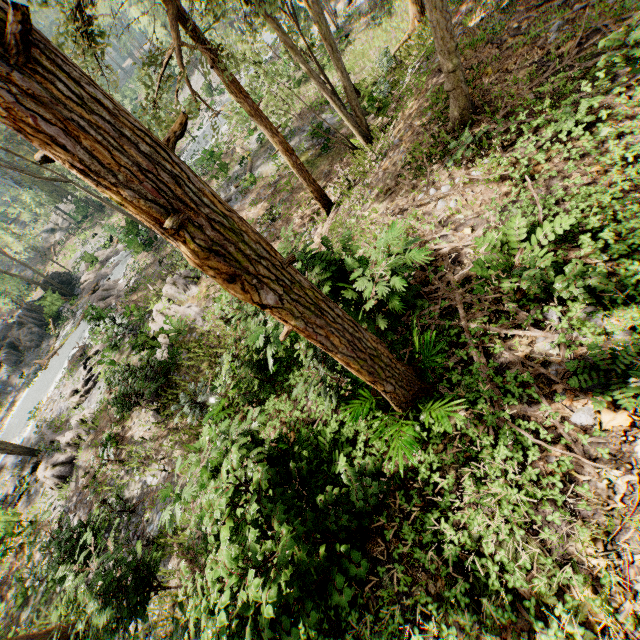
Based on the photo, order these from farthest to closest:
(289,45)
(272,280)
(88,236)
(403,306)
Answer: (88,236) < (289,45) < (403,306) < (272,280)

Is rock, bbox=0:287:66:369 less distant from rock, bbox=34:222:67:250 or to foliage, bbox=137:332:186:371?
foliage, bbox=137:332:186:371

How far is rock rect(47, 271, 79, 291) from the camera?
33.1m

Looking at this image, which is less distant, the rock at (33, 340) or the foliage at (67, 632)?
the foliage at (67, 632)

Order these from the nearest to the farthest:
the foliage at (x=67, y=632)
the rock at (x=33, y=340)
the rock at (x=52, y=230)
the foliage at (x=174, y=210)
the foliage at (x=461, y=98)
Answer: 1. the foliage at (x=174, y=210)
2. the foliage at (x=67, y=632)
3. the foliage at (x=461, y=98)
4. the rock at (x=33, y=340)
5. the rock at (x=52, y=230)

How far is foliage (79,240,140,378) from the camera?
19.1m

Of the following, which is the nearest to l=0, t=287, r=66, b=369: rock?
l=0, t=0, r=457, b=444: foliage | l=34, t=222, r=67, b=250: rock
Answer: l=0, t=0, r=457, b=444: foliage

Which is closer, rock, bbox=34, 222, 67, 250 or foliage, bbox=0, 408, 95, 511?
foliage, bbox=0, 408, 95, 511
